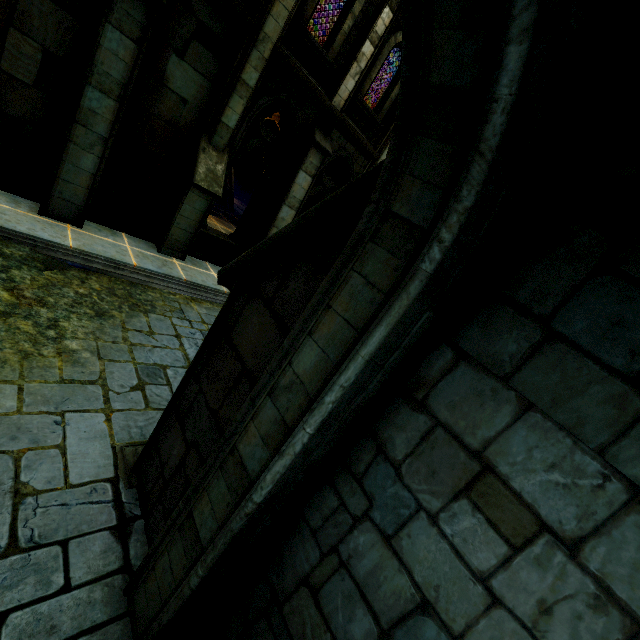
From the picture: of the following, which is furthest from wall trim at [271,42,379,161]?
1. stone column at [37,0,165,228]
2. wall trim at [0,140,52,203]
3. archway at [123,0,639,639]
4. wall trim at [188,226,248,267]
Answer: archway at [123,0,639,639]

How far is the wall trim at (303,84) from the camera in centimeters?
761cm

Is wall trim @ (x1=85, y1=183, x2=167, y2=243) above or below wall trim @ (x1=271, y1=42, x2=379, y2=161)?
below

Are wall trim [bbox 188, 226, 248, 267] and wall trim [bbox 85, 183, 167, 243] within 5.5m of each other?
yes

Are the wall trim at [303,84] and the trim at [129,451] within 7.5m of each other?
no

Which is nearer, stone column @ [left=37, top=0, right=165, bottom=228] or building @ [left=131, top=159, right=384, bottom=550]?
building @ [left=131, top=159, right=384, bottom=550]

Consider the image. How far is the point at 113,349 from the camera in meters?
4.8 m

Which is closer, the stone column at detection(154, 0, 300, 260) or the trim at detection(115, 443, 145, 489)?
the trim at detection(115, 443, 145, 489)
